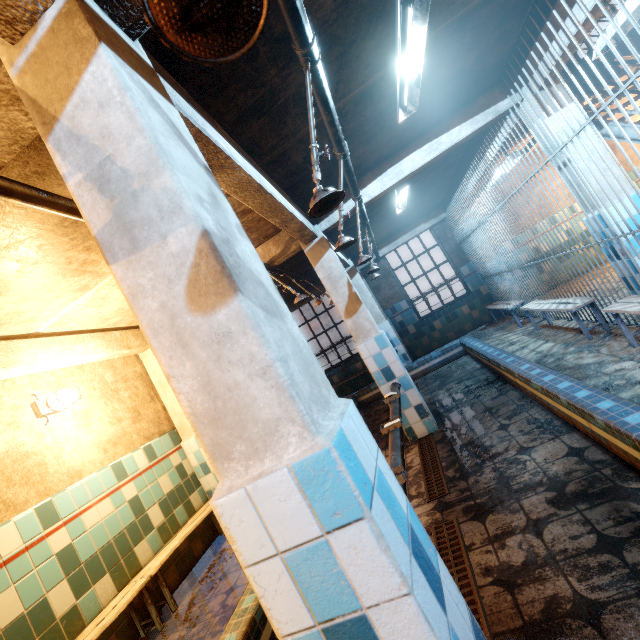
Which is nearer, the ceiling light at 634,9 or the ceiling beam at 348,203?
the ceiling light at 634,9

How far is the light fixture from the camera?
3.1 meters

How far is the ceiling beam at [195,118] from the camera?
1.48m

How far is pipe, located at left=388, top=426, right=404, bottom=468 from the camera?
1.8 meters

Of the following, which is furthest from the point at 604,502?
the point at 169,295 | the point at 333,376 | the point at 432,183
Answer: the point at 333,376

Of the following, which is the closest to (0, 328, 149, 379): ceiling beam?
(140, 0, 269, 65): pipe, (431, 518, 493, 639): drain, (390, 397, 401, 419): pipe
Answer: (140, 0, 269, 65): pipe

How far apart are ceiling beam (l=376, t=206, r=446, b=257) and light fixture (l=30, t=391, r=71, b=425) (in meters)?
6.34

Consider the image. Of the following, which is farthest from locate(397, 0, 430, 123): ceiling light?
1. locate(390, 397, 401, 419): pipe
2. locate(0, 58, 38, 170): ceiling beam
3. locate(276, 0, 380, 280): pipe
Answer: locate(390, 397, 401, 419): pipe
